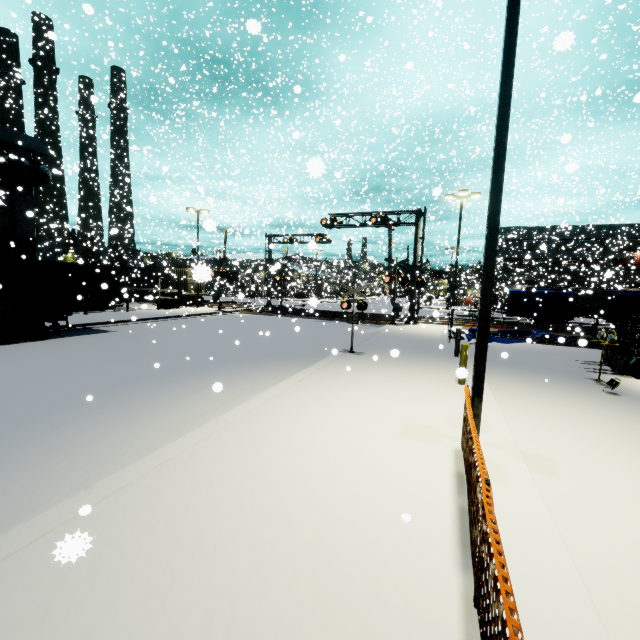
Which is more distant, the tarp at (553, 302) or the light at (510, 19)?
the tarp at (553, 302)

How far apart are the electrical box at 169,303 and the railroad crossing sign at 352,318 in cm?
2173

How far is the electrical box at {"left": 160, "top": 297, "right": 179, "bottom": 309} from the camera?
29.6 meters

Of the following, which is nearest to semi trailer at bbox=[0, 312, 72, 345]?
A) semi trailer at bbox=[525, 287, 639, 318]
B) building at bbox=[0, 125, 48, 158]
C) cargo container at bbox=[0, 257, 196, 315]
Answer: cargo container at bbox=[0, 257, 196, 315]

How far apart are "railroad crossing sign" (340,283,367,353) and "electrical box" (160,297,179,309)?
21.73m

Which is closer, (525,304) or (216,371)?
(216,371)

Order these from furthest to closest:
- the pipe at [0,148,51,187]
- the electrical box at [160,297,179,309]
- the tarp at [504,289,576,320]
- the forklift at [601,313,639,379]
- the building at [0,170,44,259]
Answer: the electrical box at [160,297,179,309]
the tarp at [504,289,576,320]
the building at [0,170,44,259]
the pipe at [0,148,51,187]
the forklift at [601,313,639,379]

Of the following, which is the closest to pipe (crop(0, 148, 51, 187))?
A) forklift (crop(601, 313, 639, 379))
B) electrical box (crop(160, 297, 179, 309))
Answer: electrical box (crop(160, 297, 179, 309))
